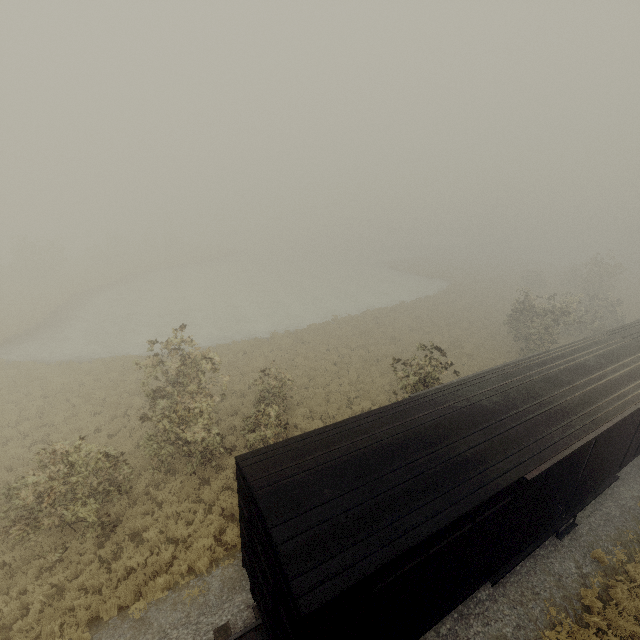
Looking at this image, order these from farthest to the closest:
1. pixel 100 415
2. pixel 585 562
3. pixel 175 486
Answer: pixel 100 415 < pixel 175 486 < pixel 585 562
